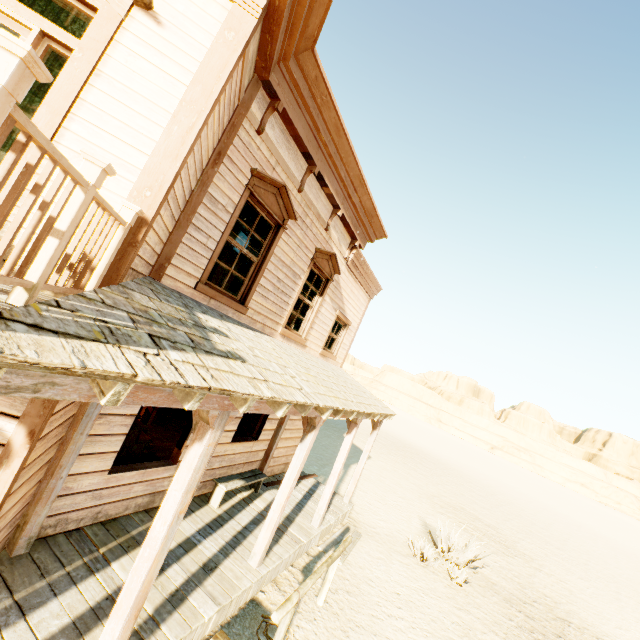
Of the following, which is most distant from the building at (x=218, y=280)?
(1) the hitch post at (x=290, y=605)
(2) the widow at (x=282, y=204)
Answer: (1) the hitch post at (x=290, y=605)

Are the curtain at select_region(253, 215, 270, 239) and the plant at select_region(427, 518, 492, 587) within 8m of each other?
no

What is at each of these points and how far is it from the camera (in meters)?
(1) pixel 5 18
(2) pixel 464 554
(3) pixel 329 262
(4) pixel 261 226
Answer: (1) door, 2.77
(2) plant, 9.46
(3) widow, 7.96
(4) curtain, 5.98

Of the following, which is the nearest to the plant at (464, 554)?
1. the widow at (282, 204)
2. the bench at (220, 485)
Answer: A: the bench at (220, 485)

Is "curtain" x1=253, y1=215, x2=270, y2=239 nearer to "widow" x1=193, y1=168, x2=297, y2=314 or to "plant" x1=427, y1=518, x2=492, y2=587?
"widow" x1=193, y1=168, x2=297, y2=314

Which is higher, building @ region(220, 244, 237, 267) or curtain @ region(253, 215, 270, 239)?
building @ region(220, 244, 237, 267)

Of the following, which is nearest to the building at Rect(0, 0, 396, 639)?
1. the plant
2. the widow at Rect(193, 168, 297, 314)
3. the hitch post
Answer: the widow at Rect(193, 168, 297, 314)

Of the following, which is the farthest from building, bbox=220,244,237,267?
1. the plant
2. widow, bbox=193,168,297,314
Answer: the plant
